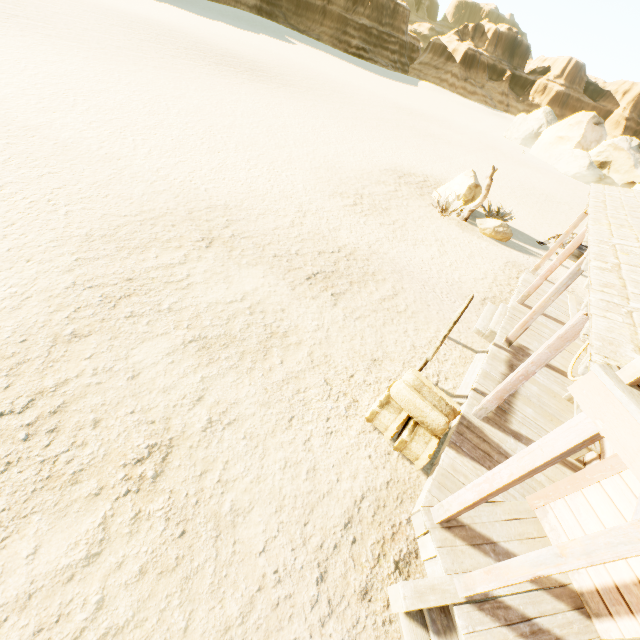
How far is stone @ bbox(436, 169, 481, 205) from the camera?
14.08m

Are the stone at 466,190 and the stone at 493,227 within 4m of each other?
yes

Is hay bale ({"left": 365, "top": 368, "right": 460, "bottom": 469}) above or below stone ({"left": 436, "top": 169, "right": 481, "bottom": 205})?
below

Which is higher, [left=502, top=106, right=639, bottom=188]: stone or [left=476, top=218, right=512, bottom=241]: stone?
[left=502, top=106, right=639, bottom=188]: stone

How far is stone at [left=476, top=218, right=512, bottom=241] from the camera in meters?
13.3

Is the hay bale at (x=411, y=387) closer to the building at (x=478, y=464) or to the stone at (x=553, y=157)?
the building at (x=478, y=464)

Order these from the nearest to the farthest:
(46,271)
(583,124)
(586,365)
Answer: (586,365), (46,271), (583,124)

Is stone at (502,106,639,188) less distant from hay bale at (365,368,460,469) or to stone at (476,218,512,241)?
stone at (476,218,512,241)
